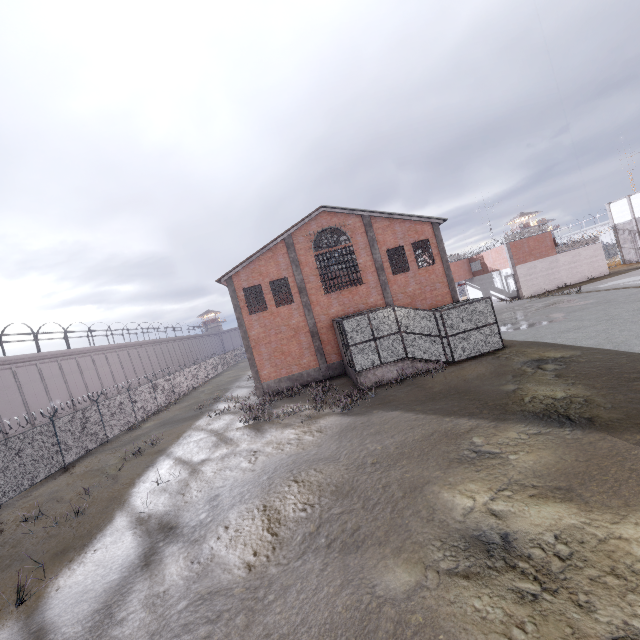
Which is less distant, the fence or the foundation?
the fence

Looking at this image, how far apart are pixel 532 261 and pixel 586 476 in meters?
40.6 m

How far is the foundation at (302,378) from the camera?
23.4 meters

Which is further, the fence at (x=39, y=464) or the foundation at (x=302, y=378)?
the foundation at (x=302, y=378)

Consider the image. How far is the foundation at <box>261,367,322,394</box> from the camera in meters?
23.4 m
